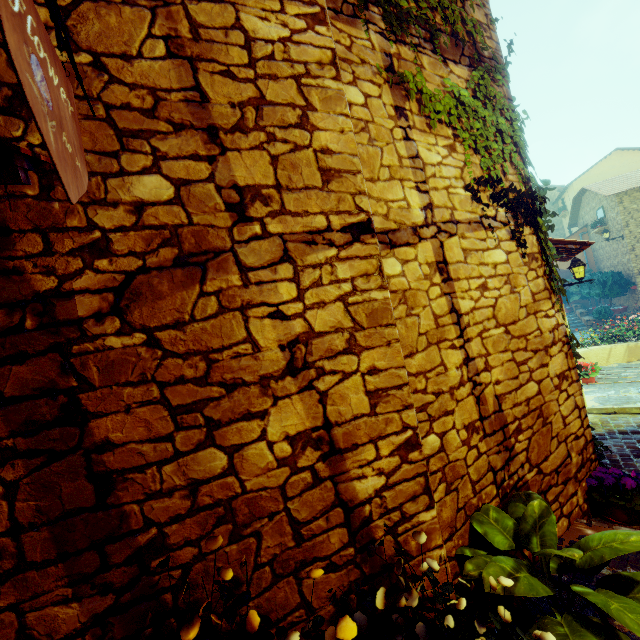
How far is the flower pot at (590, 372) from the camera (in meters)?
7.81

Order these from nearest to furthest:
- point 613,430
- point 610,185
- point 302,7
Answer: point 302,7
point 613,430
point 610,185

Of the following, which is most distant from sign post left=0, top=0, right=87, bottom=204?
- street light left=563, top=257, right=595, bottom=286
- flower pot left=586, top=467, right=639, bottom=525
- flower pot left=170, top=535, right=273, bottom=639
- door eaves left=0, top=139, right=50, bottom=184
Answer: street light left=563, top=257, right=595, bottom=286

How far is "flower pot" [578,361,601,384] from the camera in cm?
781

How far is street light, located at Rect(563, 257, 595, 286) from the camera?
7.7m

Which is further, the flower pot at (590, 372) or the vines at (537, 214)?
the flower pot at (590, 372)

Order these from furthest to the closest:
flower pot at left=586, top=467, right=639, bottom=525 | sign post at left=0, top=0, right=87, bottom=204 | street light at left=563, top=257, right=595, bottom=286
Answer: street light at left=563, top=257, right=595, bottom=286
flower pot at left=586, top=467, right=639, bottom=525
sign post at left=0, top=0, right=87, bottom=204

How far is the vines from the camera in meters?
2.7 m
